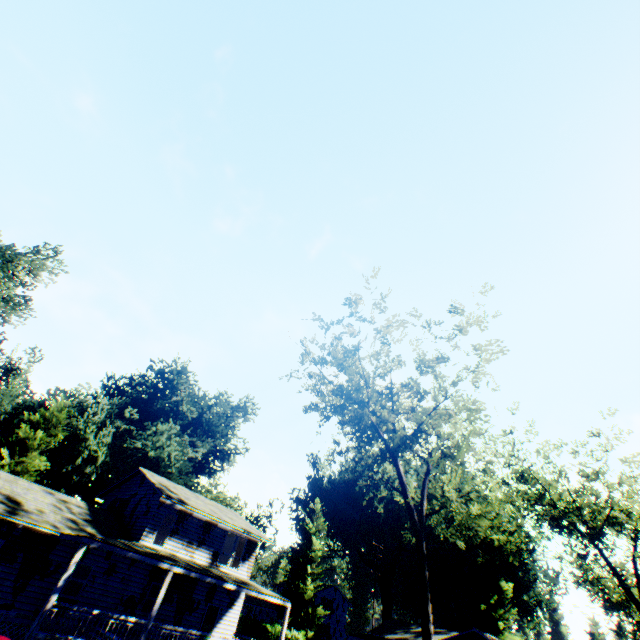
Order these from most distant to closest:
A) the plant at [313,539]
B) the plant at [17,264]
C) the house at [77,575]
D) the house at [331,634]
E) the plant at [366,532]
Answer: the house at [331,634], the plant at [366,532], the plant at [313,539], the plant at [17,264], the house at [77,575]

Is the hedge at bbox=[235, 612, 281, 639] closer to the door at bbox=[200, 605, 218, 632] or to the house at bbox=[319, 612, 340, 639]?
the house at bbox=[319, 612, 340, 639]

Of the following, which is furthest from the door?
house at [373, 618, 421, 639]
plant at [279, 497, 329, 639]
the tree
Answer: plant at [279, 497, 329, 639]

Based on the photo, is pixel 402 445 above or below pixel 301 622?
above

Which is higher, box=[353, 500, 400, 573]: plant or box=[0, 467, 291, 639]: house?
box=[353, 500, 400, 573]: plant

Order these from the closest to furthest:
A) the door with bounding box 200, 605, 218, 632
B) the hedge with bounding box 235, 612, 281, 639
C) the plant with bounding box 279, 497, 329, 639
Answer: the door with bounding box 200, 605, 218, 632
the hedge with bounding box 235, 612, 281, 639
the plant with bounding box 279, 497, 329, 639

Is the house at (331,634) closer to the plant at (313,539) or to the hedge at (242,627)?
the plant at (313,539)

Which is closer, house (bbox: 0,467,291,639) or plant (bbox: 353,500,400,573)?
house (bbox: 0,467,291,639)
